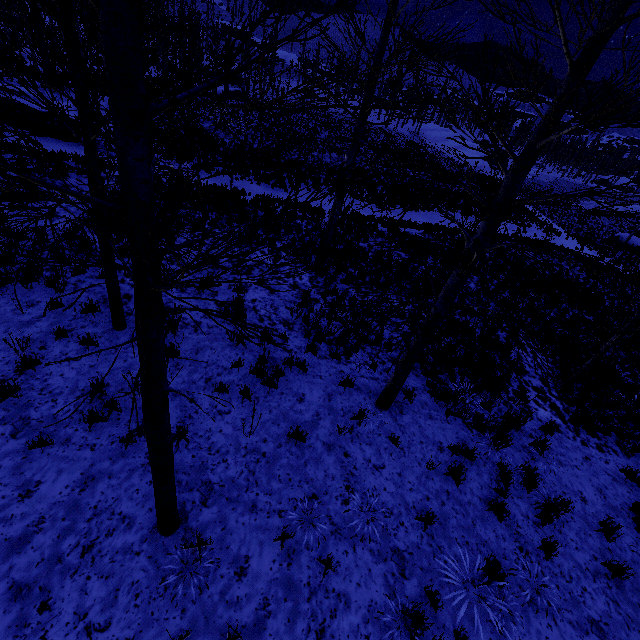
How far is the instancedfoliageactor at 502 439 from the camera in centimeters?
662cm

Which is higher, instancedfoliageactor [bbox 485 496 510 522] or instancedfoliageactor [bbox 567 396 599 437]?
instancedfoliageactor [bbox 485 496 510 522]

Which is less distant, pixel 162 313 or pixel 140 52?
pixel 162 313

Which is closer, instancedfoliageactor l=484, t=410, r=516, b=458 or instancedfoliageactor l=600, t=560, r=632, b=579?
instancedfoliageactor l=600, t=560, r=632, b=579

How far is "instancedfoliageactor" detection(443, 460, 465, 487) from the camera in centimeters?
582cm

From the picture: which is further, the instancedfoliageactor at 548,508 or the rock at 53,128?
the rock at 53,128

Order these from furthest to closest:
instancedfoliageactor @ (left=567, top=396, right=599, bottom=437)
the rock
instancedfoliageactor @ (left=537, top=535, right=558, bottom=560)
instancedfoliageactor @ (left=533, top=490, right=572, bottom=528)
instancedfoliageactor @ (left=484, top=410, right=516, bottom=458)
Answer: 1. the rock
2. instancedfoliageactor @ (left=567, top=396, right=599, bottom=437)
3. instancedfoliageactor @ (left=484, top=410, right=516, bottom=458)
4. instancedfoliageactor @ (left=533, top=490, right=572, bottom=528)
5. instancedfoliageactor @ (left=537, top=535, right=558, bottom=560)
